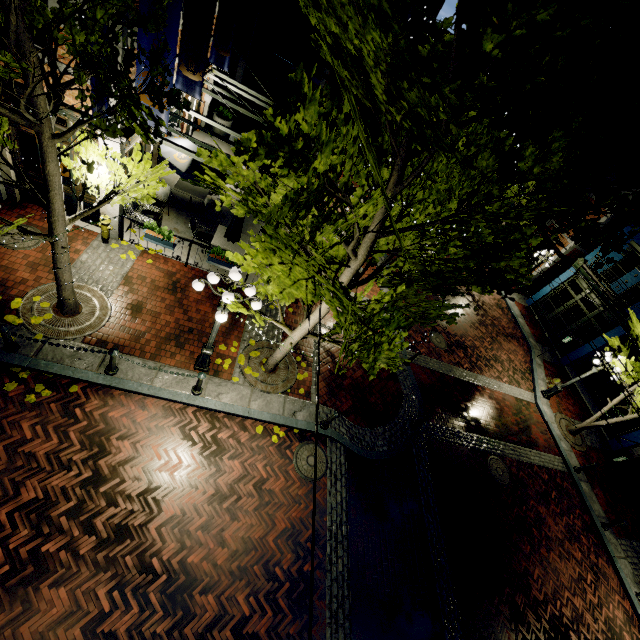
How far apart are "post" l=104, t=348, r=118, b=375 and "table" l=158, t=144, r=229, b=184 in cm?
639

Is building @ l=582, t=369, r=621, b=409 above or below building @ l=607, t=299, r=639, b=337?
below

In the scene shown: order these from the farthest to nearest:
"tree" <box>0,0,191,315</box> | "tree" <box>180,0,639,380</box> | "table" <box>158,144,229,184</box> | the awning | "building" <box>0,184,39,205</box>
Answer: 1. the awning
2. "table" <box>158,144,229,184</box>
3. "building" <box>0,184,39,205</box>
4. "tree" <box>0,0,191,315</box>
5. "tree" <box>180,0,639,380</box>

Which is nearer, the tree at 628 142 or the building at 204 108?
the tree at 628 142

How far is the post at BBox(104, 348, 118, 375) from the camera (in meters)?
7.16

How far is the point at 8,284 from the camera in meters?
7.9 m

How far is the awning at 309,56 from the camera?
18.4 meters

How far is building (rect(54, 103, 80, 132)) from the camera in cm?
749
